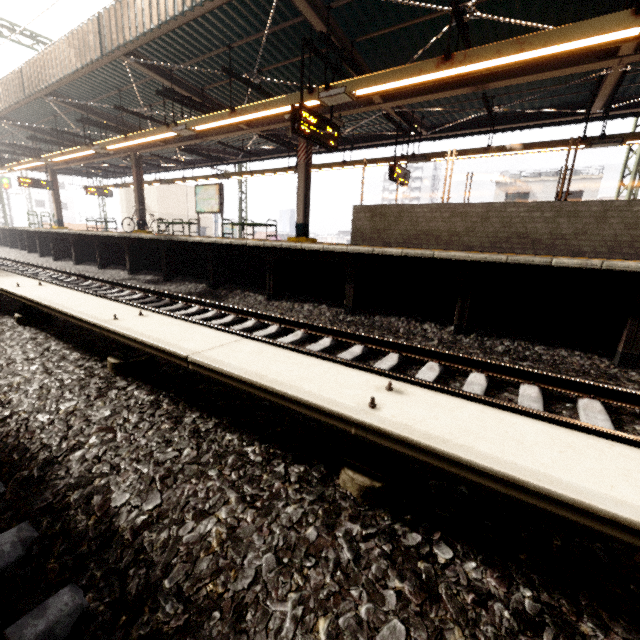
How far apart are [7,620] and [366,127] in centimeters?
1442cm

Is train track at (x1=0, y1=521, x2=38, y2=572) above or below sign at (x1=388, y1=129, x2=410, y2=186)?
below

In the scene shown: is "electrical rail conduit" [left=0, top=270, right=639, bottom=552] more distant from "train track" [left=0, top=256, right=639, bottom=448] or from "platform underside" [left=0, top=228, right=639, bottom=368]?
"platform underside" [left=0, top=228, right=639, bottom=368]

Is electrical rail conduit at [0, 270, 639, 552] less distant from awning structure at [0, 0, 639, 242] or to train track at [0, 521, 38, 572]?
Result: train track at [0, 521, 38, 572]

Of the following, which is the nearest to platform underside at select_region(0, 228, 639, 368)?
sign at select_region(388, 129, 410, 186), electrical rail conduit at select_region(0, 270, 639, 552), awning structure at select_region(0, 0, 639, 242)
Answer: awning structure at select_region(0, 0, 639, 242)

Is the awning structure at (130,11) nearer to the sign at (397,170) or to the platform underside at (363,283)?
the sign at (397,170)

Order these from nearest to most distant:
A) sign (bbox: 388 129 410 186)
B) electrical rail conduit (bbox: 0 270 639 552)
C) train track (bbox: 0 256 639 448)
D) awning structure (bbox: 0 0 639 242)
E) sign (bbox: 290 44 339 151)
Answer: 1. electrical rail conduit (bbox: 0 270 639 552)
2. train track (bbox: 0 256 639 448)
3. awning structure (bbox: 0 0 639 242)
4. sign (bbox: 290 44 339 151)
5. sign (bbox: 388 129 410 186)

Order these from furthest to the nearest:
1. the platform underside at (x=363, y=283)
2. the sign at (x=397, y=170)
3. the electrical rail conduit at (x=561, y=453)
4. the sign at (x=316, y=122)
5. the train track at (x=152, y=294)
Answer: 1. the sign at (x=397, y=170)
2. the sign at (x=316, y=122)
3. the platform underside at (x=363, y=283)
4. the train track at (x=152, y=294)
5. the electrical rail conduit at (x=561, y=453)
